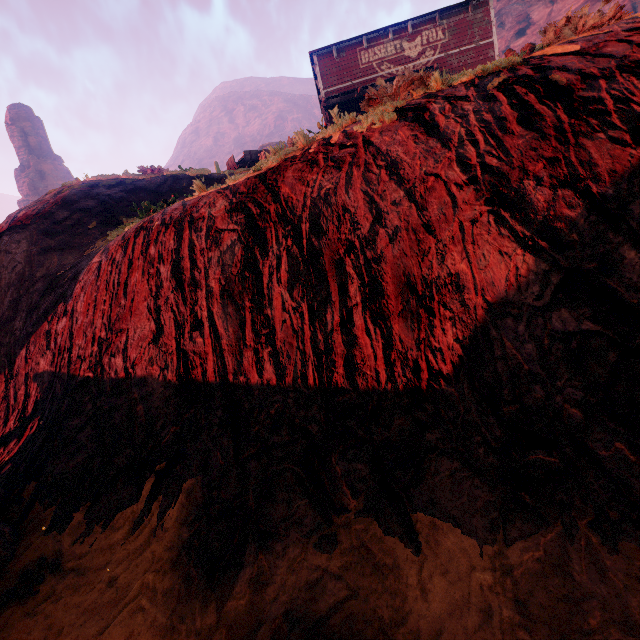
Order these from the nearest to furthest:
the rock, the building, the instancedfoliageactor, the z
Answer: the z
the instancedfoliageactor
the building
the rock

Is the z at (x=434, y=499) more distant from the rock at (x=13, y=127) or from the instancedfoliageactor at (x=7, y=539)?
the rock at (x=13, y=127)

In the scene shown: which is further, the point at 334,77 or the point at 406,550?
the point at 334,77

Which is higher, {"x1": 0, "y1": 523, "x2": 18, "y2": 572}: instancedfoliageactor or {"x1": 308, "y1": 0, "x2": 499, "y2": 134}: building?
{"x1": 308, "y1": 0, "x2": 499, "y2": 134}: building

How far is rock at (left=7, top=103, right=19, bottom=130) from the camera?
59.59m

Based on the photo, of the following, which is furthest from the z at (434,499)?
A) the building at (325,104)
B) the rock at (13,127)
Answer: the rock at (13,127)

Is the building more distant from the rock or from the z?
the rock

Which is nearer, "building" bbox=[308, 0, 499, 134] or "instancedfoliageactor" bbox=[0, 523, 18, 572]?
"instancedfoliageactor" bbox=[0, 523, 18, 572]
